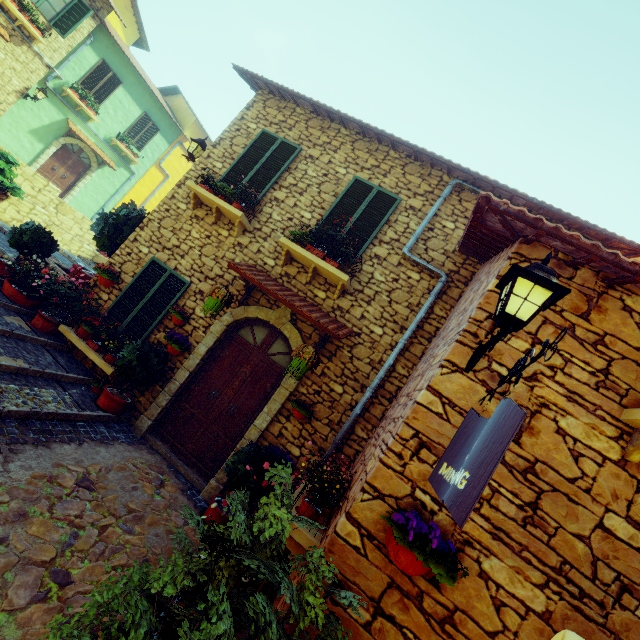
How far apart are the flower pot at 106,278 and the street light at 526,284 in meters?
6.7

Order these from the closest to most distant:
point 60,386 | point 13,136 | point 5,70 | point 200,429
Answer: point 60,386
point 200,429
point 5,70
point 13,136

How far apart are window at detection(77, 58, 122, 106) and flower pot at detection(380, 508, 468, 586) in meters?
20.0

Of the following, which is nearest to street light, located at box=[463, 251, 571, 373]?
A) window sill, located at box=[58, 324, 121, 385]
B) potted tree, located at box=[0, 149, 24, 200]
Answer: window sill, located at box=[58, 324, 121, 385]

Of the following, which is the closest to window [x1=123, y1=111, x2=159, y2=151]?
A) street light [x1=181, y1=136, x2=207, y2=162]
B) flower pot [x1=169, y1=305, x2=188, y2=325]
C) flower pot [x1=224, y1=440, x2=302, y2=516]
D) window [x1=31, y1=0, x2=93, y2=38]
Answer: window [x1=31, y1=0, x2=93, y2=38]

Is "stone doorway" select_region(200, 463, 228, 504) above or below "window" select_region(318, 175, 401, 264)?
below

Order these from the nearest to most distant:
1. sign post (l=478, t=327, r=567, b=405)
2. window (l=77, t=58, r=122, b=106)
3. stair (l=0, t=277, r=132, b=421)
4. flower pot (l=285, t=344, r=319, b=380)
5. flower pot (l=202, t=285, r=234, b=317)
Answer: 1. sign post (l=478, t=327, r=567, b=405)
2. stair (l=0, t=277, r=132, b=421)
3. flower pot (l=285, t=344, r=319, b=380)
4. flower pot (l=202, t=285, r=234, b=317)
5. window (l=77, t=58, r=122, b=106)

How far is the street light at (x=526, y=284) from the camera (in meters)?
2.14
